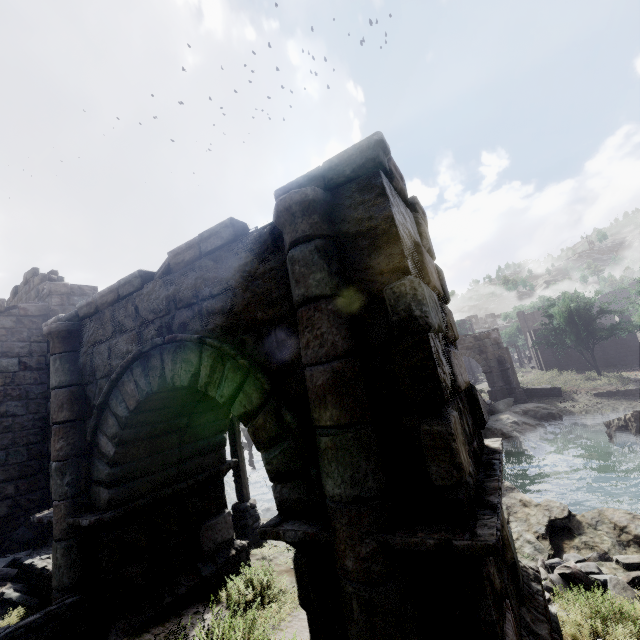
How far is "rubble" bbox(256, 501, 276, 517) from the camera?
14.50m

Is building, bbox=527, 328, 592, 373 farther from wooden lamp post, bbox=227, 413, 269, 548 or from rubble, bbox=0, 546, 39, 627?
wooden lamp post, bbox=227, 413, 269, 548

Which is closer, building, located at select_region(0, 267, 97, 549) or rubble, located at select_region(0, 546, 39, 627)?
rubble, located at select_region(0, 546, 39, 627)

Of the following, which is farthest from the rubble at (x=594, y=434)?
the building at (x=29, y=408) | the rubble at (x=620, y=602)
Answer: the building at (x=29, y=408)

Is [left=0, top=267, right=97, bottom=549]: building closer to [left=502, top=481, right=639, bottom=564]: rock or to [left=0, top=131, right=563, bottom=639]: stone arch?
[left=0, top=131, right=563, bottom=639]: stone arch

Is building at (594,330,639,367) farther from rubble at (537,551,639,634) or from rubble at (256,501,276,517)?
rubble at (537,551,639,634)

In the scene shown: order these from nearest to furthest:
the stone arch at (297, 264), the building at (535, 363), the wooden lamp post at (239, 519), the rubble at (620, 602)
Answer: the stone arch at (297, 264) < the rubble at (620, 602) < the wooden lamp post at (239, 519) < the building at (535, 363)

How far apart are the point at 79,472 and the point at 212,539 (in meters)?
2.94
